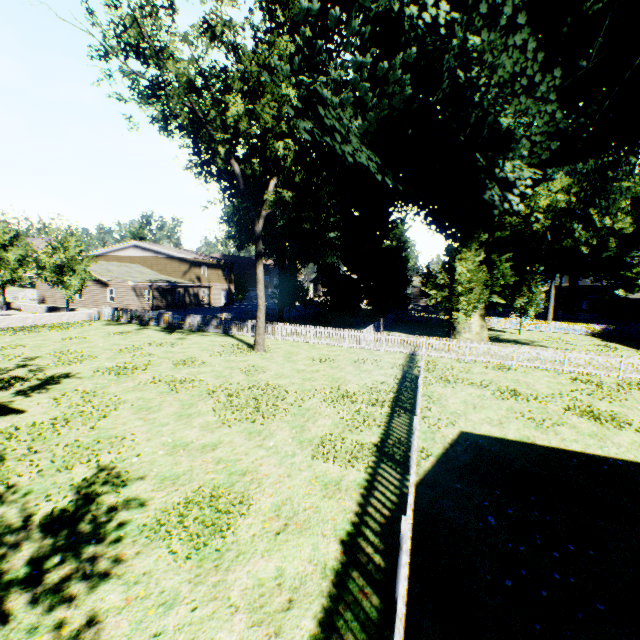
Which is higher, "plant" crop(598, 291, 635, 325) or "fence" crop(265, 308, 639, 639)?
"plant" crop(598, 291, 635, 325)

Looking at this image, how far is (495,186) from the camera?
18.5 meters

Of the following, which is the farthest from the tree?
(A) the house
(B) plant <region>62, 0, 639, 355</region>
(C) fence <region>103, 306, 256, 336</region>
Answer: (A) the house

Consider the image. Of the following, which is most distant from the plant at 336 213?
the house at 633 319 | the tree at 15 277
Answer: the tree at 15 277

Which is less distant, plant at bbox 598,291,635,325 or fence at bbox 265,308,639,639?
fence at bbox 265,308,639,639

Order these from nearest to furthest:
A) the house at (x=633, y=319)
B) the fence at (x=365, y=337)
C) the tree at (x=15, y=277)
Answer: the fence at (x=365, y=337) → the tree at (x=15, y=277) → the house at (x=633, y=319)

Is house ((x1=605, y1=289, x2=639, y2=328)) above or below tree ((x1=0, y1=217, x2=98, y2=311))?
below

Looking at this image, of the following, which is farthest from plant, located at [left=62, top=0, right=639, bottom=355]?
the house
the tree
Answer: the tree
